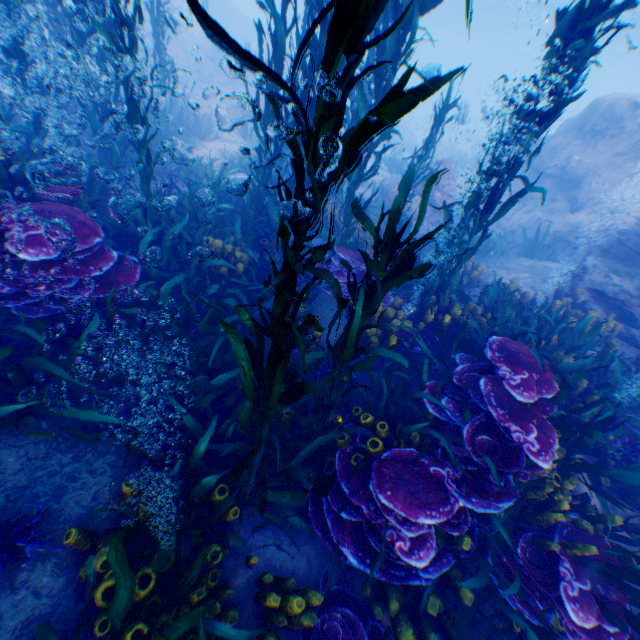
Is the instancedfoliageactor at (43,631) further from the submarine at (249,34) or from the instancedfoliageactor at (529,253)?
the instancedfoliageactor at (529,253)

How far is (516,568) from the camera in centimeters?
321cm

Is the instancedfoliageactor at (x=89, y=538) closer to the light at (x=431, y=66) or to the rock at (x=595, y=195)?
the rock at (x=595, y=195)

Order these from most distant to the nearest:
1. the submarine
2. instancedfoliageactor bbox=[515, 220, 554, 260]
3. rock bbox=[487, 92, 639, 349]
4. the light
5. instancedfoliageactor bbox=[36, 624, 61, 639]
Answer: the submarine < instancedfoliageactor bbox=[515, 220, 554, 260] < the light < rock bbox=[487, 92, 639, 349] < instancedfoliageactor bbox=[36, 624, 61, 639]

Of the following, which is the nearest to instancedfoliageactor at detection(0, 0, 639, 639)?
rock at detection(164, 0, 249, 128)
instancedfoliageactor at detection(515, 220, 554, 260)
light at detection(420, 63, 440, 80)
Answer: rock at detection(164, 0, 249, 128)

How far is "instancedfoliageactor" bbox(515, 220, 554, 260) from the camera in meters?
10.1 m

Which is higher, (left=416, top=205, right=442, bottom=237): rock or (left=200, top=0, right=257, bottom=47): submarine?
(left=200, top=0, right=257, bottom=47): submarine
